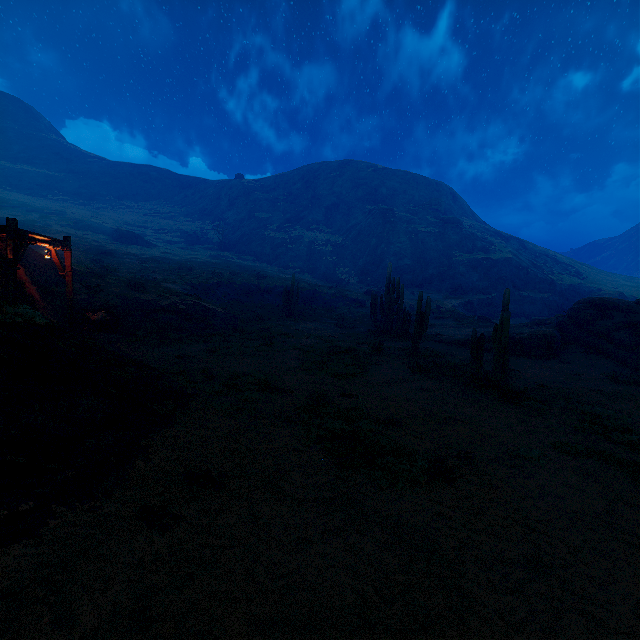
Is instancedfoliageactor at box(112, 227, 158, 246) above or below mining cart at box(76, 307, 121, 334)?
above

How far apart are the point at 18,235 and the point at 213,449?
10.3m

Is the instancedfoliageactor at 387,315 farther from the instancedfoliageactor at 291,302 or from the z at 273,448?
the instancedfoliageactor at 291,302

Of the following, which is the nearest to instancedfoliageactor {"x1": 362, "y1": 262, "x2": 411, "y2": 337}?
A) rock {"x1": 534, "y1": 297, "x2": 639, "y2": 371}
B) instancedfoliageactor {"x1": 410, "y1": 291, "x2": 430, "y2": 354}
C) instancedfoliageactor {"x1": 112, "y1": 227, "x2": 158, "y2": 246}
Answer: instancedfoliageactor {"x1": 410, "y1": 291, "x2": 430, "y2": 354}

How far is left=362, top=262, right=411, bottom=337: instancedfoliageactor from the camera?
23.1 meters

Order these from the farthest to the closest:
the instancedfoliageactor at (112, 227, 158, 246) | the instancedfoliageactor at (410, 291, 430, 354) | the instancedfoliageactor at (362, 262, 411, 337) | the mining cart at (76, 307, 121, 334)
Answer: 1. the instancedfoliageactor at (112, 227, 158, 246)
2. the instancedfoliageactor at (362, 262, 411, 337)
3. the instancedfoliageactor at (410, 291, 430, 354)
4. the mining cart at (76, 307, 121, 334)

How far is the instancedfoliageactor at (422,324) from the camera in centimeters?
1716cm

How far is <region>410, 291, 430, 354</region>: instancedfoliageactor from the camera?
17.16m
